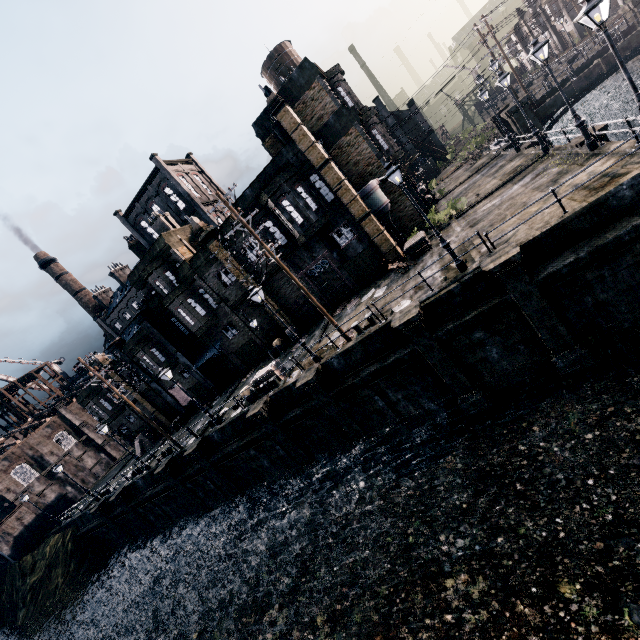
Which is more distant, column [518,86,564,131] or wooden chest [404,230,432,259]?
column [518,86,564,131]

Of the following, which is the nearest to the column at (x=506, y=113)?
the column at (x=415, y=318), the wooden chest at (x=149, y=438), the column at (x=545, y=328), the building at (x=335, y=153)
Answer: the building at (x=335, y=153)

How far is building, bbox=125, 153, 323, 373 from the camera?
27.9 meters

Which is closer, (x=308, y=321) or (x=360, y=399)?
(x=360, y=399)

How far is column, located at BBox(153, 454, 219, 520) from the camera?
25.83m

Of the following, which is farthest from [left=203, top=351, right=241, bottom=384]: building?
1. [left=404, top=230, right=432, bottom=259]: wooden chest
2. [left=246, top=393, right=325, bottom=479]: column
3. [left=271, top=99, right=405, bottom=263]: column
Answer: [left=246, top=393, right=325, bottom=479]: column

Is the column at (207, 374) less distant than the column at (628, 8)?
No

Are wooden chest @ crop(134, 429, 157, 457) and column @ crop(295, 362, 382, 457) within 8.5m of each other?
no
